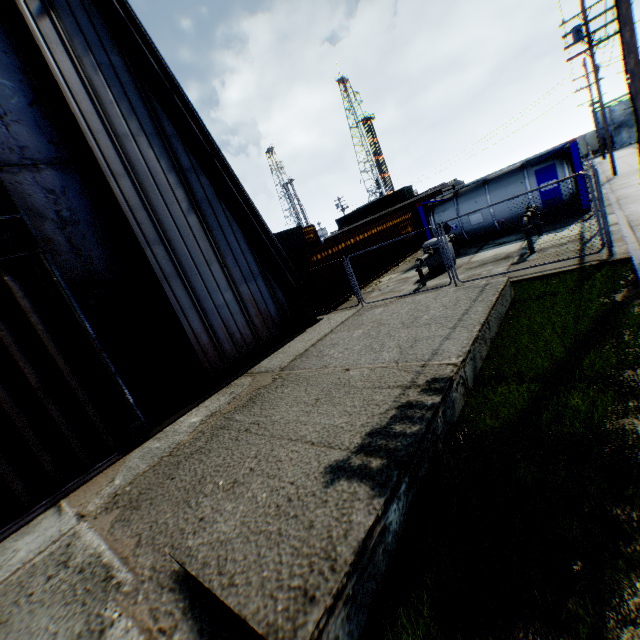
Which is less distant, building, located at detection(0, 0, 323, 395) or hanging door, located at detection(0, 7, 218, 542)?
hanging door, located at detection(0, 7, 218, 542)

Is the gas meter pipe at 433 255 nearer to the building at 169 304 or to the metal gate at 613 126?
the building at 169 304

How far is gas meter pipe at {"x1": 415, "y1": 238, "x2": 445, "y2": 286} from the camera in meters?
12.4

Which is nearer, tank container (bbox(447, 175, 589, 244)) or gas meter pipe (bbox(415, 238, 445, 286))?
gas meter pipe (bbox(415, 238, 445, 286))

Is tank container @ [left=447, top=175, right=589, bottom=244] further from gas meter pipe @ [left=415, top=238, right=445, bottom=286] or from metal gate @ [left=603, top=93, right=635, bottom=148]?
metal gate @ [left=603, top=93, right=635, bottom=148]

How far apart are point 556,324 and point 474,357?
1.9m

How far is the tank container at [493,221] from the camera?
13.7 meters

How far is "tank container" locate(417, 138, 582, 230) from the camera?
13.5 meters
